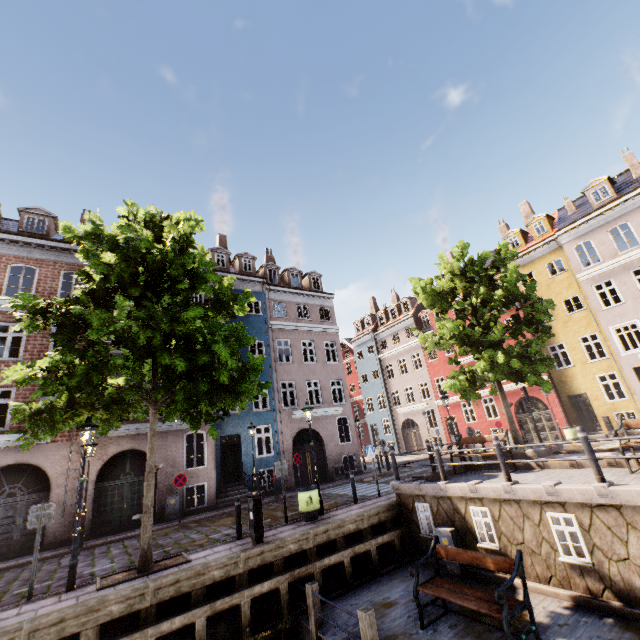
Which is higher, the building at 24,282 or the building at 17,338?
the building at 24,282

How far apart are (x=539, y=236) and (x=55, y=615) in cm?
3166

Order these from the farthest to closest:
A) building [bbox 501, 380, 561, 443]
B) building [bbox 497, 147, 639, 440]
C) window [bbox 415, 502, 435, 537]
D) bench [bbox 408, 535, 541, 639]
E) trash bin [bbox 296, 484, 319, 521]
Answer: building [bbox 501, 380, 561, 443]
building [bbox 497, 147, 639, 440]
trash bin [bbox 296, 484, 319, 521]
window [bbox 415, 502, 435, 537]
bench [bbox 408, 535, 541, 639]

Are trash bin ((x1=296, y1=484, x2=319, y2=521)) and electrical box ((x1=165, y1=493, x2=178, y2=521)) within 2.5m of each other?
no

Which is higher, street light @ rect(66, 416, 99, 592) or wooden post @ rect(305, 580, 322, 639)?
street light @ rect(66, 416, 99, 592)

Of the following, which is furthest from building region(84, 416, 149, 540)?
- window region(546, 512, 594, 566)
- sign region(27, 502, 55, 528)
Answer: window region(546, 512, 594, 566)

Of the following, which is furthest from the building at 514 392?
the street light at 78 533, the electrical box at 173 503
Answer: the street light at 78 533

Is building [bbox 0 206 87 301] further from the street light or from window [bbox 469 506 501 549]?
window [bbox 469 506 501 549]
